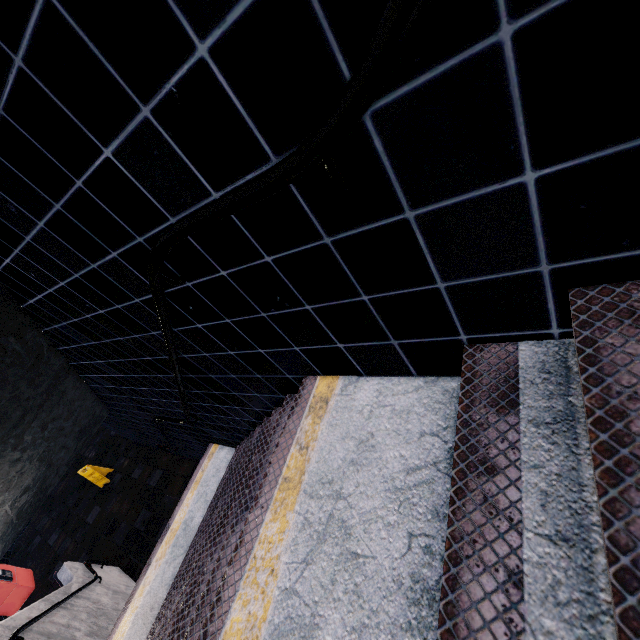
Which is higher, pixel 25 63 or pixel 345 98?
pixel 25 63
